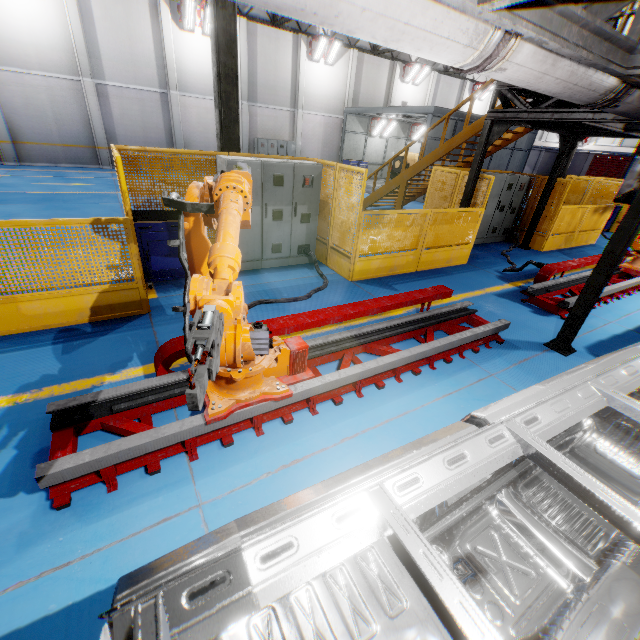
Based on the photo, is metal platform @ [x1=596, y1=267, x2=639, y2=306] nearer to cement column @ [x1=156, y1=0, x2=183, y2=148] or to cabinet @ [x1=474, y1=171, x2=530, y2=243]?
cabinet @ [x1=474, y1=171, x2=530, y2=243]

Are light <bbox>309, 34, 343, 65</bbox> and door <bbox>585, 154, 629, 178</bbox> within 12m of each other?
no

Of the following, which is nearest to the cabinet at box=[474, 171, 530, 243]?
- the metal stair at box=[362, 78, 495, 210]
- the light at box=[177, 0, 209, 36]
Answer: the metal stair at box=[362, 78, 495, 210]

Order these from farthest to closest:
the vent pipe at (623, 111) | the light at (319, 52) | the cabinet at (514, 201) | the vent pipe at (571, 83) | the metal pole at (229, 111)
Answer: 1. the light at (319, 52)
2. the cabinet at (514, 201)
3. the metal pole at (229, 111)
4. the vent pipe at (623, 111)
5. the vent pipe at (571, 83)

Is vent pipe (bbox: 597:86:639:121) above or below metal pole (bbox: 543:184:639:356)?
above

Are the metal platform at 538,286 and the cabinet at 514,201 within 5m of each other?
yes

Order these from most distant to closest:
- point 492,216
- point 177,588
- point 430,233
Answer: point 492,216
point 430,233
point 177,588

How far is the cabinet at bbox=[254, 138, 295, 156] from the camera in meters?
21.2 m
